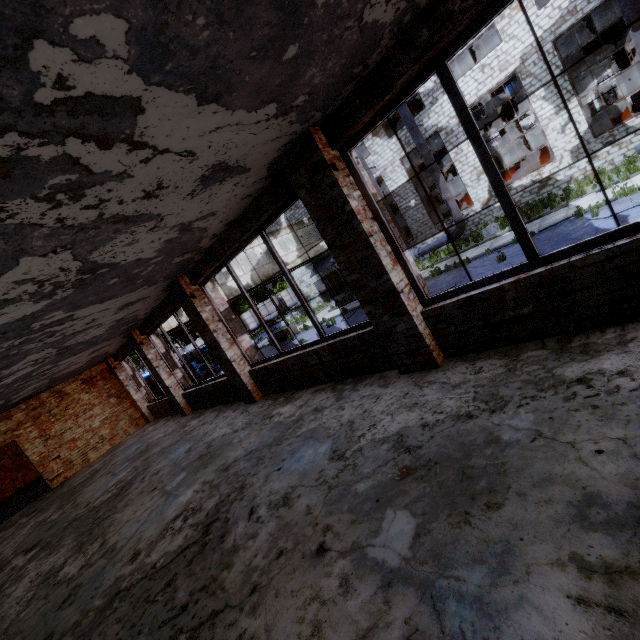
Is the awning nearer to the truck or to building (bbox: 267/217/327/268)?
building (bbox: 267/217/327/268)

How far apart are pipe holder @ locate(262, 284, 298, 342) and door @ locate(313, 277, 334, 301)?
7.3m

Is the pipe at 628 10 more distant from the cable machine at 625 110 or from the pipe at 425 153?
the pipe at 425 153

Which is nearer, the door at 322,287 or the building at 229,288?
the building at 229,288

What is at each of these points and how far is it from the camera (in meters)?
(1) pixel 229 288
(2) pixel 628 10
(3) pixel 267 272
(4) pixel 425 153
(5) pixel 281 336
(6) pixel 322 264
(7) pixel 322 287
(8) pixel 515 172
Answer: (1) building, 20.55
(2) pipe, 13.06
(3) building, 22.92
(4) pipe, 19.66
(5) pipe holder, 23.91
(6) awning, 28.80
(7) door, 30.70
(8) cable machine, 20.91

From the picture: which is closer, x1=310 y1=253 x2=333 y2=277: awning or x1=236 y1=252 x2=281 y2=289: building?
x1=236 y1=252 x2=281 y2=289: building

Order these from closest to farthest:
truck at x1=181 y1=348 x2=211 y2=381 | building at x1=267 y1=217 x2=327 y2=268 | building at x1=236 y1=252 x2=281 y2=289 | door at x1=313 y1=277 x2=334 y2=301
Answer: building at x1=236 y1=252 x2=281 y2=289 → building at x1=267 y1=217 x2=327 y2=268 → truck at x1=181 y1=348 x2=211 y2=381 → door at x1=313 y1=277 x2=334 y2=301

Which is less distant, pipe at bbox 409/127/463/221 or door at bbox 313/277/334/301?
pipe at bbox 409/127/463/221
